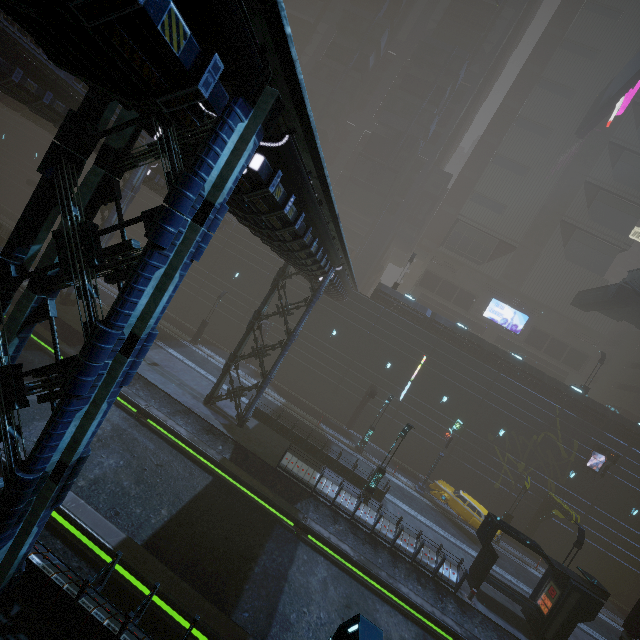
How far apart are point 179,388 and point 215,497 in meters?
7.7

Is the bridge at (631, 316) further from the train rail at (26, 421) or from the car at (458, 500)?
the train rail at (26, 421)

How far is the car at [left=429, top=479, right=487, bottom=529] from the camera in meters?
22.8

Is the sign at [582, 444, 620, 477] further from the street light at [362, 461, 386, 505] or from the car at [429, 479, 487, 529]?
the street light at [362, 461, 386, 505]

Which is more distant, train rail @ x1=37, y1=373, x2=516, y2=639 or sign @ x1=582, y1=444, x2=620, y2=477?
sign @ x1=582, y1=444, x2=620, y2=477

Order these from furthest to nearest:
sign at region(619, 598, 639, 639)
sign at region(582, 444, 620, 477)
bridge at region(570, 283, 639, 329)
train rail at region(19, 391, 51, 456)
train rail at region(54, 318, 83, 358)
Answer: bridge at region(570, 283, 639, 329) < sign at region(582, 444, 620, 477) < train rail at region(54, 318, 83, 358) < sign at region(619, 598, 639, 639) < train rail at region(19, 391, 51, 456)

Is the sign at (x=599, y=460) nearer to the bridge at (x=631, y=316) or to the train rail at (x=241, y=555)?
the train rail at (x=241, y=555)

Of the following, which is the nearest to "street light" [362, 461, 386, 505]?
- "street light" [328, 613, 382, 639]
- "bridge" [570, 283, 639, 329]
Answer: "street light" [328, 613, 382, 639]
